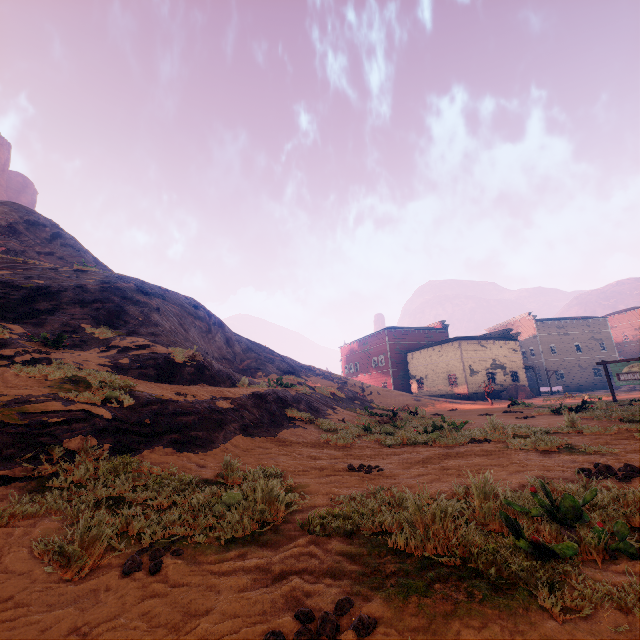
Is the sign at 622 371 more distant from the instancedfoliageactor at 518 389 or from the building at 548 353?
the instancedfoliageactor at 518 389

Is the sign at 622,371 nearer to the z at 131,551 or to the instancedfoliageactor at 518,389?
the z at 131,551

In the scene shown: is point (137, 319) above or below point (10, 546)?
above

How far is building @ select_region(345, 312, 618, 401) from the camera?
38.2 meters

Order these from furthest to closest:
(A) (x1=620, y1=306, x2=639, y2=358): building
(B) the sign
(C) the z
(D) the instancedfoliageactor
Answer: (A) (x1=620, y1=306, x2=639, y2=358): building → (D) the instancedfoliageactor → (B) the sign → (C) the z

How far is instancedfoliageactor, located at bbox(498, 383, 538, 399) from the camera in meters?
34.8 m

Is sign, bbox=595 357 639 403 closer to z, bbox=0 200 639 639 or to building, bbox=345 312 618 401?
z, bbox=0 200 639 639

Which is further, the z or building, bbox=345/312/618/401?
building, bbox=345/312/618/401
